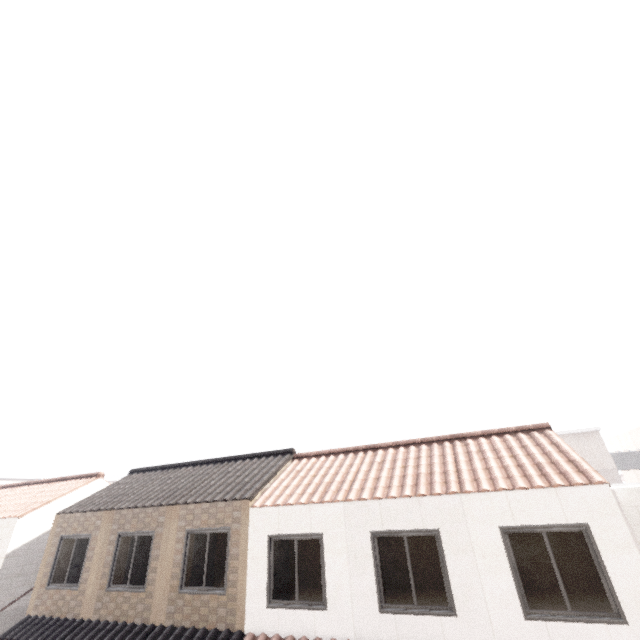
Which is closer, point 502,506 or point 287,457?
point 502,506
